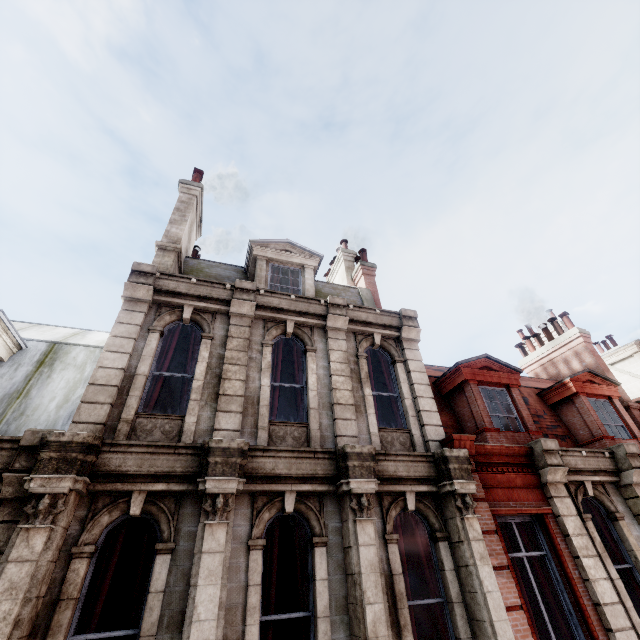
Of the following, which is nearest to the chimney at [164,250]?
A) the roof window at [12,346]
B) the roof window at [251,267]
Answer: the roof window at [251,267]

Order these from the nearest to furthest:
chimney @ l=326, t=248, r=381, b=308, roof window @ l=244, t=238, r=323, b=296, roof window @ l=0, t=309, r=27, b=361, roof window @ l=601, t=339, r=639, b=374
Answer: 1. roof window @ l=0, t=309, r=27, b=361
2. roof window @ l=244, t=238, r=323, b=296
3. chimney @ l=326, t=248, r=381, b=308
4. roof window @ l=601, t=339, r=639, b=374

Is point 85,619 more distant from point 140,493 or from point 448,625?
point 448,625

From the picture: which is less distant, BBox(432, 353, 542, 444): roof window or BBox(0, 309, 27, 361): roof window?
BBox(0, 309, 27, 361): roof window

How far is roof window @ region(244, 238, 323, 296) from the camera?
10.17m

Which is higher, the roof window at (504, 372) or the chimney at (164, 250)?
the chimney at (164, 250)

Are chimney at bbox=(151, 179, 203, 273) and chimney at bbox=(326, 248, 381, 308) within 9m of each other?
yes

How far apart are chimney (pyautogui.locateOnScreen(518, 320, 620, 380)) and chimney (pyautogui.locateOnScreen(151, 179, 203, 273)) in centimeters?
1656cm
